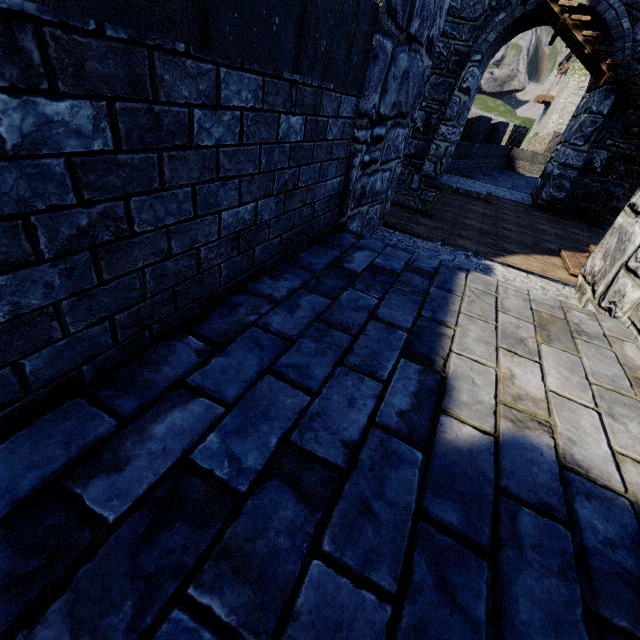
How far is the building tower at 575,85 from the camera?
31.6m

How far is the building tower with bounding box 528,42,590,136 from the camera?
31.61m

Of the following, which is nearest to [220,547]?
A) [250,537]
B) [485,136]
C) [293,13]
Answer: [250,537]

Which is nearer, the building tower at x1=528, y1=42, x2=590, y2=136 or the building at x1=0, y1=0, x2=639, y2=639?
the building at x1=0, y1=0, x2=639, y2=639

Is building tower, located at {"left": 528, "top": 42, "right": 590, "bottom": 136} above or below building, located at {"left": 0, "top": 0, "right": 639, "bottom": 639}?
above

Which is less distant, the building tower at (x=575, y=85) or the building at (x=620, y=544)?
the building at (x=620, y=544)
